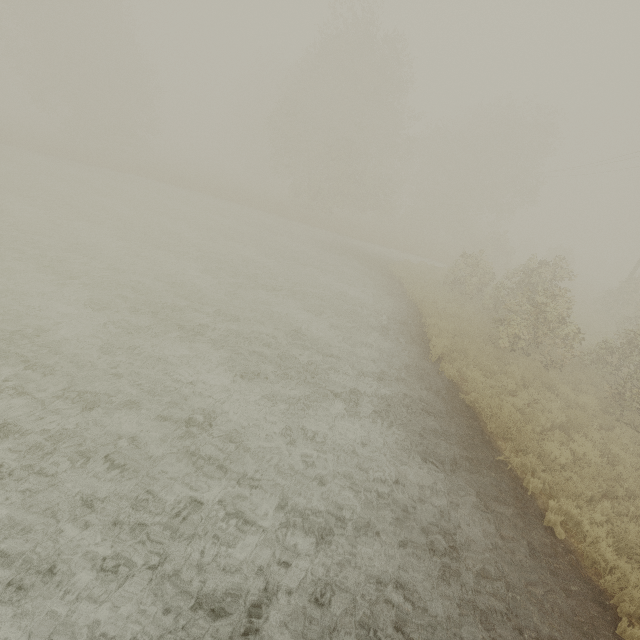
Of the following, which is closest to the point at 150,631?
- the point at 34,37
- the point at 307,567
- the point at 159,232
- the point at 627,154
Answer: the point at 307,567
